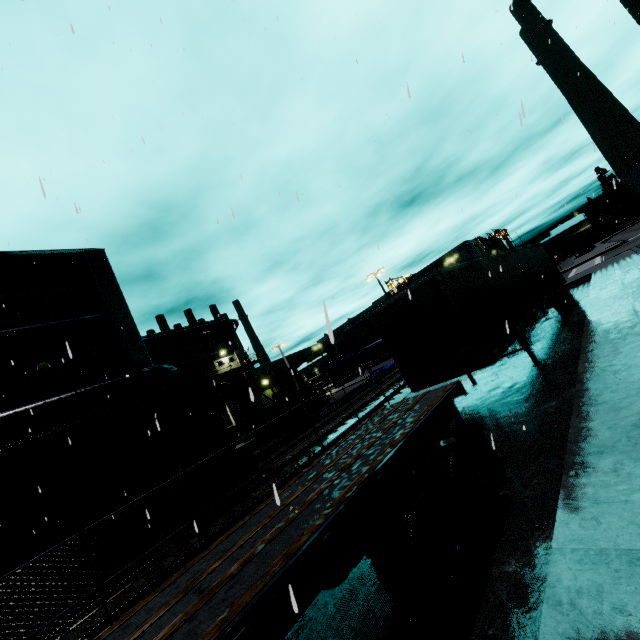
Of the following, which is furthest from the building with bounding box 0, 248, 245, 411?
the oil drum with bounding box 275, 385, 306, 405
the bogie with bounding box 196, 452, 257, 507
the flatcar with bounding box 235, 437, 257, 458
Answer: the oil drum with bounding box 275, 385, 306, 405

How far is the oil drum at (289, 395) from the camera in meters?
21.5

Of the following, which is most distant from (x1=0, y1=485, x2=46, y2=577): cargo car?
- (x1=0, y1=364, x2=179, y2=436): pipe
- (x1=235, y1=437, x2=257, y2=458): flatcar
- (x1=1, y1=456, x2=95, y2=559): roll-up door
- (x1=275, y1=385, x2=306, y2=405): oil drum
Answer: (x1=275, y1=385, x2=306, y2=405): oil drum

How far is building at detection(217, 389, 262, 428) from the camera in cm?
2719

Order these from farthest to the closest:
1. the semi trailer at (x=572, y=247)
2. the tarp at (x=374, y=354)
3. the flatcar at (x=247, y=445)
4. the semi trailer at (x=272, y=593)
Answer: the semi trailer at (x=572, y=247) → the tarp at (x=374, y=354) → the flatcar at (x=247, y=445) → the semi trailer at (x=272, y=593)

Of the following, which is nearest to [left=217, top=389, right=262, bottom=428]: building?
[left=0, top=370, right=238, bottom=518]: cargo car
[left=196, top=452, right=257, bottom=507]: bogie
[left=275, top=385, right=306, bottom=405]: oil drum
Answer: [left=0, top=370, right=238, bottom=518]: cargo car

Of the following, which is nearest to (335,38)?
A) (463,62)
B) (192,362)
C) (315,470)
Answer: (463,62)

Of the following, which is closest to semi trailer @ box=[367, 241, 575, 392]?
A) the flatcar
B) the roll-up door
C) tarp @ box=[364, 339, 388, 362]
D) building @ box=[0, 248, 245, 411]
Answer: building @ box=[0, 248, 245, 411]
